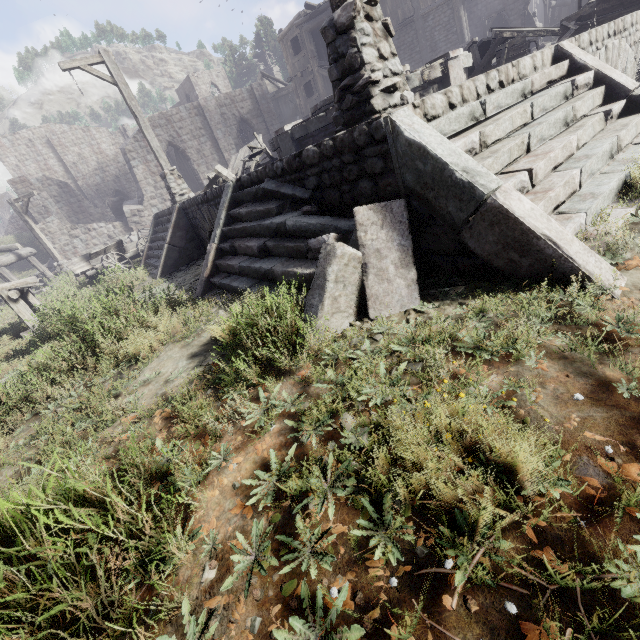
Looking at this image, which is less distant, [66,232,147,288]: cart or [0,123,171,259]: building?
[66,232,147,288]: cart

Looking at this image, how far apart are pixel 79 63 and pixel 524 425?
14.2 meters

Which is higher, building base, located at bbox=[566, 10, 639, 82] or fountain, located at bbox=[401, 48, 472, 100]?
fountain, located at bbox=[401, 48, 472, 100]

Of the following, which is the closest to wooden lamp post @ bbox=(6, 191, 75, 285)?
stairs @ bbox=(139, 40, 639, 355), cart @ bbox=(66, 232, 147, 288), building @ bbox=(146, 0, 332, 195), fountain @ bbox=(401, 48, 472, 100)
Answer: building @ bbox=(146, 0, 332, 195)

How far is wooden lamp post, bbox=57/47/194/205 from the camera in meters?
9.7 m

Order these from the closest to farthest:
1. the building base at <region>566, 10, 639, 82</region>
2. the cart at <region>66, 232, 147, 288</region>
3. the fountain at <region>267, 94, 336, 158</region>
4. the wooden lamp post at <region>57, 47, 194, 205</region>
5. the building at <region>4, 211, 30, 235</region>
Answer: the building base at <region>566, 10, 639, 82</region>, the fountain at <region>267, 94, 336, 158</region>, the wooden lamp post at <region>57, 47, 194, 205</region>, the cart at <region>66, 232, 147, 288</region>, the building at <region>4, 211, 30, 235</region>

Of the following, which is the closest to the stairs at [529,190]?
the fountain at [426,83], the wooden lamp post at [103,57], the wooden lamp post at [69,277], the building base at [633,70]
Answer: the building base at [633,70]

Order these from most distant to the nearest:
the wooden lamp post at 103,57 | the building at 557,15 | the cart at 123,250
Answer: the building at 557,15 < the cart at 123,250 < the wooden lamp post at 103,57
